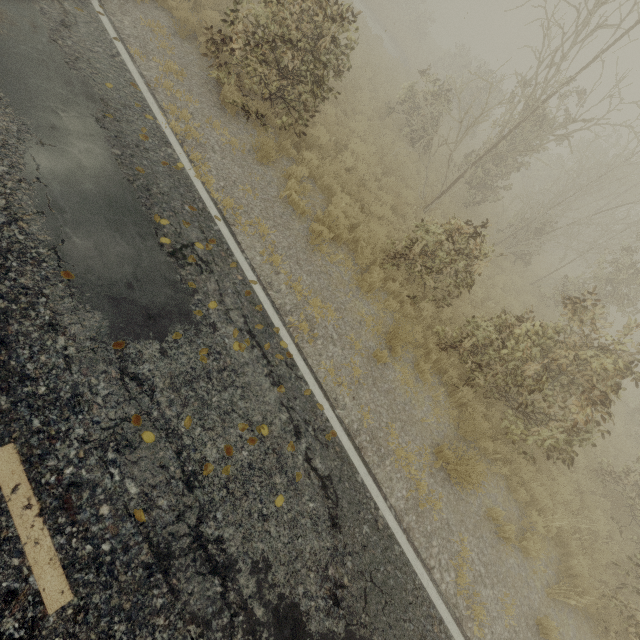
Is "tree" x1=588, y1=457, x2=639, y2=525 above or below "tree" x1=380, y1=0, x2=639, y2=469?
below

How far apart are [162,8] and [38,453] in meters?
11.3

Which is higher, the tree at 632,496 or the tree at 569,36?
the tree at 569,36

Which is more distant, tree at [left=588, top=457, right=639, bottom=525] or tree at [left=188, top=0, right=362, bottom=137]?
tree at [left=588, top=457, right=639, bottom=525]
